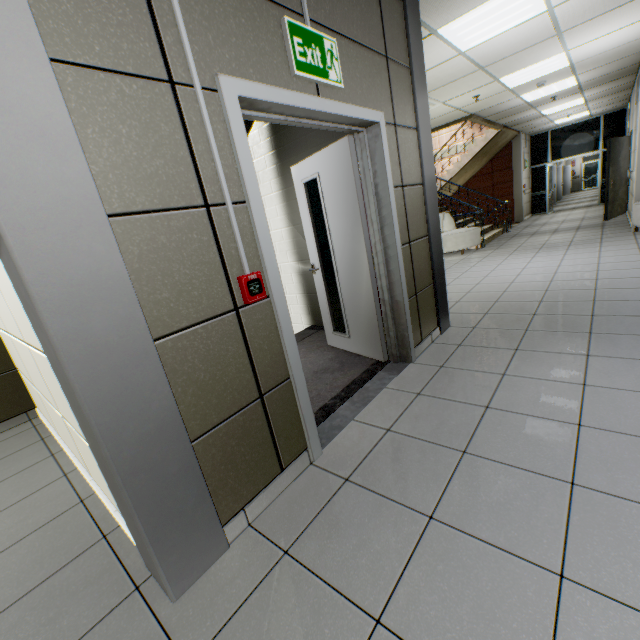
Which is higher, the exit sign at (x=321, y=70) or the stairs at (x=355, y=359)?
the exit sign at (x=321, y=70)

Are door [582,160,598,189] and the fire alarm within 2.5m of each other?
no

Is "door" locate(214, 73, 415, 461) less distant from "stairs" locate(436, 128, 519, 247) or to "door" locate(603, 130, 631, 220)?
"stairs" locate(436, 128, 519, 247)

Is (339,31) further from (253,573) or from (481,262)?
(481,262)

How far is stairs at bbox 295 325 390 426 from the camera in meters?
2.7

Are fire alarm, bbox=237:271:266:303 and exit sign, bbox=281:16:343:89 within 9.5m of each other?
yes

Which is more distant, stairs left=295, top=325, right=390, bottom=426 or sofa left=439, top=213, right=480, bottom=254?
sofa left=439, top=213, right=480, bottom=254

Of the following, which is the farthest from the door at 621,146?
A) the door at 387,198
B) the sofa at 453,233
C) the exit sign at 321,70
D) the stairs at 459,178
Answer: the exit sign at 321,70
